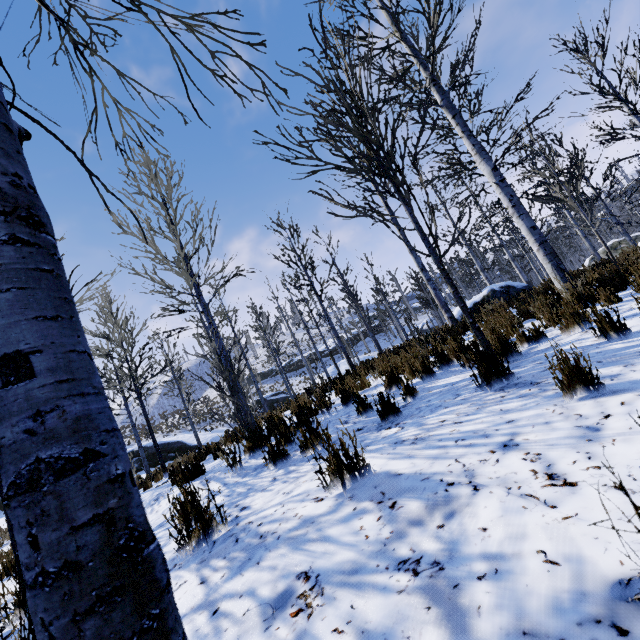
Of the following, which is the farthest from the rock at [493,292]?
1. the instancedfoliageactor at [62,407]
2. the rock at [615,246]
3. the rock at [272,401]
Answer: the rock at [272,401]

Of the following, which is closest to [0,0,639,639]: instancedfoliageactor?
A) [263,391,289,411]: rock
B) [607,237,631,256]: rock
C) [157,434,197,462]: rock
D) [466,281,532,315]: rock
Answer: [263,391,289,411]: rock

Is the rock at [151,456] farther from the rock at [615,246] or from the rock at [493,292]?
the rock at [615,246]

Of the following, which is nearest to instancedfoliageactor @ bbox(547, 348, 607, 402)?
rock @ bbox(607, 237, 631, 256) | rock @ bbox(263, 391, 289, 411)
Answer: rock @ bbox(263, 391, 289, 411)

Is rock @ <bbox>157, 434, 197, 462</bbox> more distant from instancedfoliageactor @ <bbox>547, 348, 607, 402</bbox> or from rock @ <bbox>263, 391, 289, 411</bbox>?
instancedfoliageactor @ <bbox>547, 348, 607, 402</bbox>

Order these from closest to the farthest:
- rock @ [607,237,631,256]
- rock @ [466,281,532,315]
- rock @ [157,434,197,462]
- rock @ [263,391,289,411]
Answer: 1. rock @ [466,281,532,315]
2. rock @ [607,237,631,256]
3. rock @ [157,434,197,462]
4. rock @ [263,391,289,411]

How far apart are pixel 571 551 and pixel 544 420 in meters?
1.1 m
